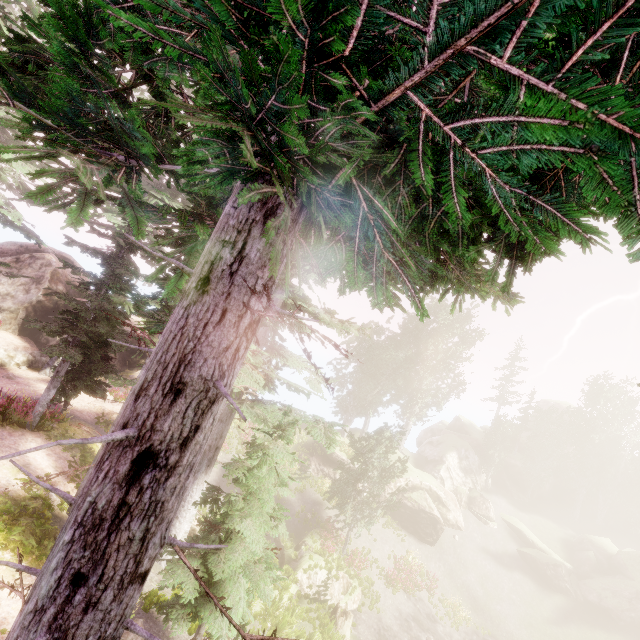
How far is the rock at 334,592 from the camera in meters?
18.3 m

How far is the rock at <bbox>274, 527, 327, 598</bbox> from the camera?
17.4 meters

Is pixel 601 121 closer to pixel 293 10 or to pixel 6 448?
pixel 293 10

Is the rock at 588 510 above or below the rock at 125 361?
above

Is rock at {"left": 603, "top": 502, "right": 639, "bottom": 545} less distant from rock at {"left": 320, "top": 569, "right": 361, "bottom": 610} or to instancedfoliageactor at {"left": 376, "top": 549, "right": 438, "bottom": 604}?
instancedfoliageactor at {"left": 376, "top": 549, "right": 438, "bottom": 604}

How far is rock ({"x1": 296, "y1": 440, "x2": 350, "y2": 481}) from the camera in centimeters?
2869cm

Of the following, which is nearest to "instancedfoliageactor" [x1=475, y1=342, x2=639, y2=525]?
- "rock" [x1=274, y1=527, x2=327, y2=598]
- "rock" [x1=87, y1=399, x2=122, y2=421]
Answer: "rock" [x1=87, y1=399, x2=122, y2=421]
